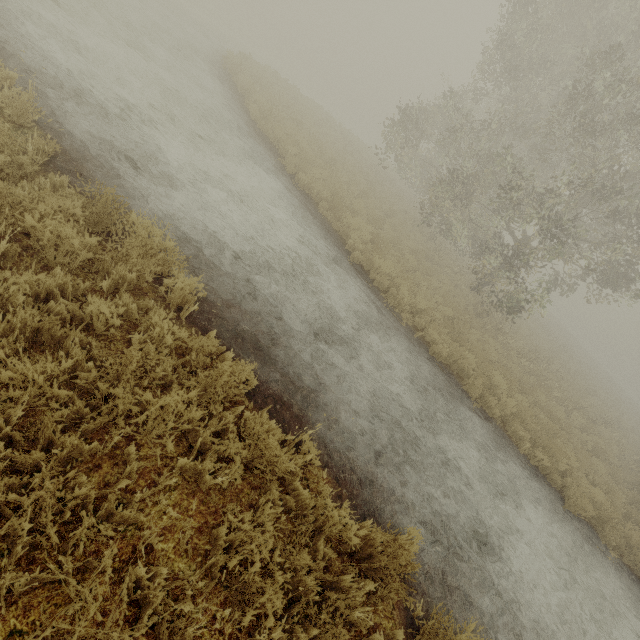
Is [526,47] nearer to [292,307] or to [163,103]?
[163,103]

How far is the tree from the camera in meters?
13.3

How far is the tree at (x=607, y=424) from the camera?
13.3 meters
